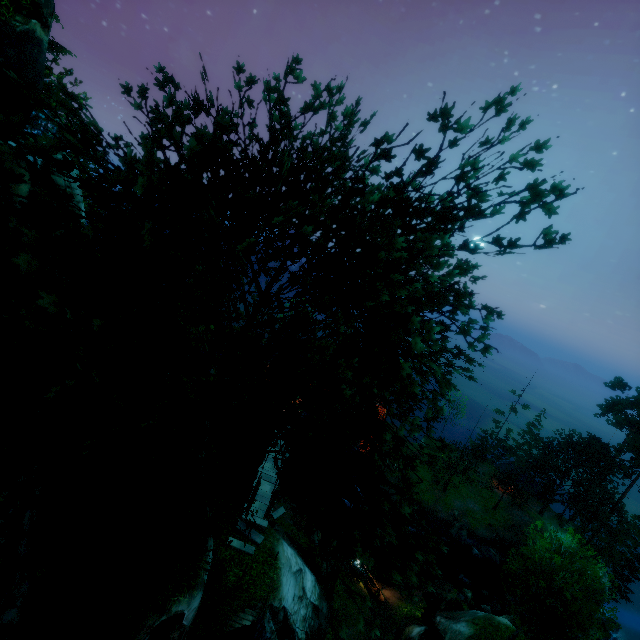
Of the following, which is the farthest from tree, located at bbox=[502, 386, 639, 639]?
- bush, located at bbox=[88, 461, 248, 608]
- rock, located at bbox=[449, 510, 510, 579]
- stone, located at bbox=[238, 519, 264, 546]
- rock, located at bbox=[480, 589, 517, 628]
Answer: rock, located at bbox=[480, 589, 517, 628]

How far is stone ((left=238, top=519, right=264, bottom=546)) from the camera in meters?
19.9 m

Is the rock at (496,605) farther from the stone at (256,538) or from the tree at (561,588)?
the stone at (256,538)

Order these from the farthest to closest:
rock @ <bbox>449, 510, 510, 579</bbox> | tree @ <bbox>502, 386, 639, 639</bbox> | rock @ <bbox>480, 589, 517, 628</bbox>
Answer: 1. rock @ <bbox>449, 510, 510, 579</bbox>
2. rock @ <bbox>480, 589, 517, 628</bbox>
3. tree @ <bbox>502, 386, 639, 639</bbox>

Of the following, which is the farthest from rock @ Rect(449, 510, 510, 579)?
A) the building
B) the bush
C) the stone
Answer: the bush

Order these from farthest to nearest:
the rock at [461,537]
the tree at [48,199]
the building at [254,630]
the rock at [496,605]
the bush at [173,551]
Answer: the rock at [461,537]
the rock at [496,605]
the building at [254,630]
the bush at [173,551]
the tree at [48,199]

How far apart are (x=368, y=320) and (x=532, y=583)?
24.2 meters

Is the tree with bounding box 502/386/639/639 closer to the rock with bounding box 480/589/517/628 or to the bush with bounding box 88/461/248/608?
the bush with bounding box 88/461/248/608
